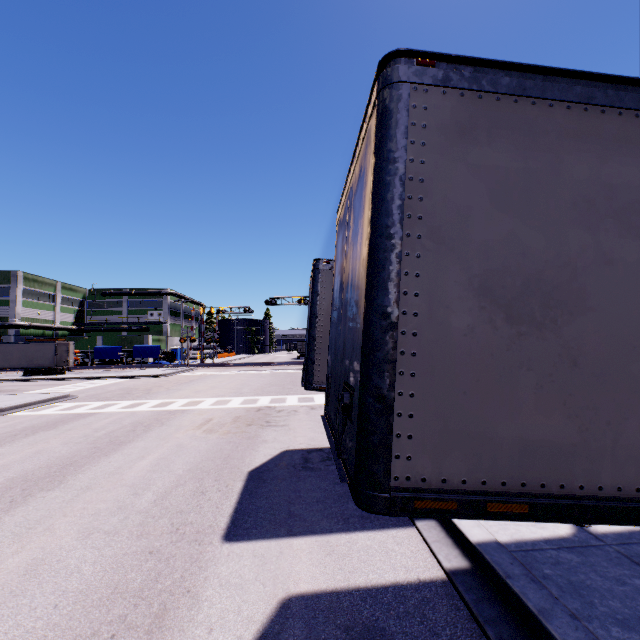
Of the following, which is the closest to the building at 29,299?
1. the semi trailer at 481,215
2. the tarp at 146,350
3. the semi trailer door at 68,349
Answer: the semi trailer at 481,215

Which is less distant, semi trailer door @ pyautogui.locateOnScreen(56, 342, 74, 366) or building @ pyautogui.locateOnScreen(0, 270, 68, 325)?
semi trailer door @ pyautogui.locateOnScreen(56, 342, 74, 366)

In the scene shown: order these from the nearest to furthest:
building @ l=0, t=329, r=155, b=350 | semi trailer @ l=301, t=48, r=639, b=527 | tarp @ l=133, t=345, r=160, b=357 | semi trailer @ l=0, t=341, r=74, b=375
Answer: semi trailer @ l=301, t=48, r=639, b=527, semi trailer @ l=0, t=341, r=74, b=375, building @ l=0, t=329, r=155, b=350, tarp @ l=133, t=345, r=160, b=357

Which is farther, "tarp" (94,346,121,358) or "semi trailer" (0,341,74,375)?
"tarp" (94,346,121,358)

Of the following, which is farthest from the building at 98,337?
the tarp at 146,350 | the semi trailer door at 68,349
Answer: the semi trailer door at 68,349

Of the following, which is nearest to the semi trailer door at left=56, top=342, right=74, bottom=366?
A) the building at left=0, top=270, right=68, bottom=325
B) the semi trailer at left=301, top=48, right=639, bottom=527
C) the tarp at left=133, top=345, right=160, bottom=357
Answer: the semi trailer at left=301, top=48, right=639, bottom=527

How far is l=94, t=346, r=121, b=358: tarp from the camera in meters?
48.6

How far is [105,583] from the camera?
3.8 meters
